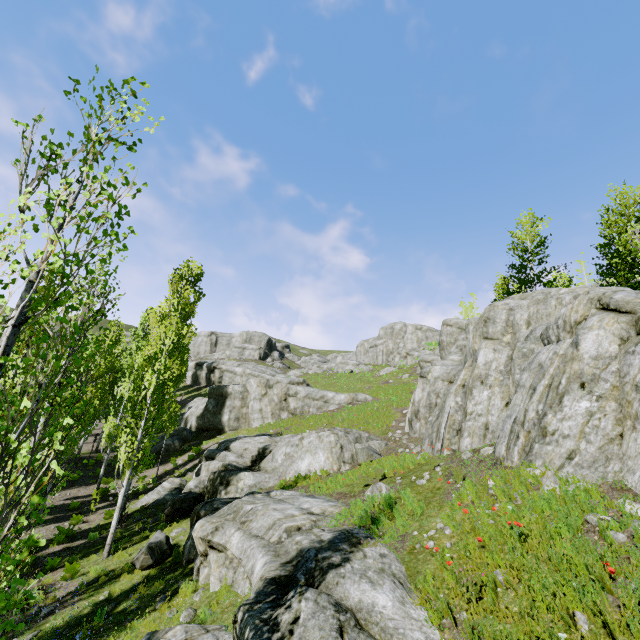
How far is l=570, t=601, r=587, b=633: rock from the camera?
3.8m

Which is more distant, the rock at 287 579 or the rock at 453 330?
the rock at 453 330

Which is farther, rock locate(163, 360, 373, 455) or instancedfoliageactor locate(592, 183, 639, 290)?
rock locate(163, 360, 373, 455)

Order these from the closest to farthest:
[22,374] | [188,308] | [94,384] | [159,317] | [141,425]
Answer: [22,374] → [141,425] → [159,317] → [188,308] → [94,384]

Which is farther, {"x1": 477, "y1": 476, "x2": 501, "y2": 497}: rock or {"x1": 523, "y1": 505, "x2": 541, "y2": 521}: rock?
{"x1": 477, "y1": 476, "x2": 501, "y2": 497}: rock

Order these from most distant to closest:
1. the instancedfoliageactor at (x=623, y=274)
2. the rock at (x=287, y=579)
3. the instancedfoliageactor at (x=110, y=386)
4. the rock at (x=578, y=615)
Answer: the instancedfoliageactor at (x=623, y=274) < the rock at (x=287, y=579) < the rock at (x=578, y=615) < the instancedfoliageactor at (x=110, y=386)

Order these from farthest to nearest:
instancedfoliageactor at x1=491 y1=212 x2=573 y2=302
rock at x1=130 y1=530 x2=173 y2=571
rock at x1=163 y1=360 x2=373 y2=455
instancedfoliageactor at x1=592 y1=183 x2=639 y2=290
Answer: rock at x1=163 y1=360 x2=373 y2=455 < instancedfoliageactor at x1=491 y1=212 x2=573 y2=302 < instancedfoliageactor at x1=592 y1=183 x2=639 y2=290 < rock at x1=130 y1=530 x2=173 y2=571

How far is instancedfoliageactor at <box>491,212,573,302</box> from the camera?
23.49m
